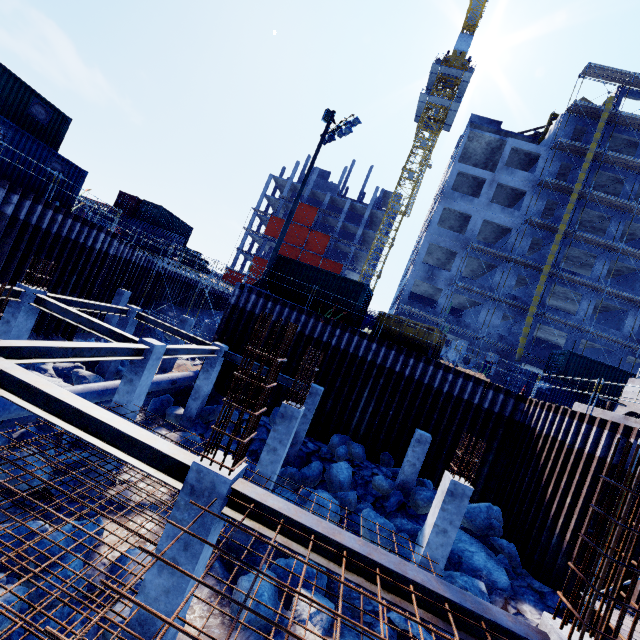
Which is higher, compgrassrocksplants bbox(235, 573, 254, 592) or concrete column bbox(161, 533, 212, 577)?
concrete column bbox(161, 533, 212, 577)

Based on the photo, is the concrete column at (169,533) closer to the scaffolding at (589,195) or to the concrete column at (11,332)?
the concrete column at (11,332)

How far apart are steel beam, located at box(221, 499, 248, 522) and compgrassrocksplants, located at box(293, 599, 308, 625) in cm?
405

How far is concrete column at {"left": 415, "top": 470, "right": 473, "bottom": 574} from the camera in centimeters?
840cm

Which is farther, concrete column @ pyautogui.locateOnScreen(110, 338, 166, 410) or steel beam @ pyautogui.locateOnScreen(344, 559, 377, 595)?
concrete column @ pyautogui.locateOnScreen(110, 338, 166, 410)

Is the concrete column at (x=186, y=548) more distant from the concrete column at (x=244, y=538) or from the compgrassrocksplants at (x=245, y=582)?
the concrete column at (x=244, y=538)

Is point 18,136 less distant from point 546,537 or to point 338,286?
point 338,286

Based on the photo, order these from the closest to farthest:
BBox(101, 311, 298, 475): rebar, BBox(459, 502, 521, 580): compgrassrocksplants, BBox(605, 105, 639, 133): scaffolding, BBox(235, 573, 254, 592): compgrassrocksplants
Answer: BBox(101, 311, 298, 475): rebar, BBox(235, 573, 254, 592): compgrassrocksplants, BBox(459, 502, 521, 580): compgrassrocksplants, BBox(605, 105, 639, 133): scaffolding
